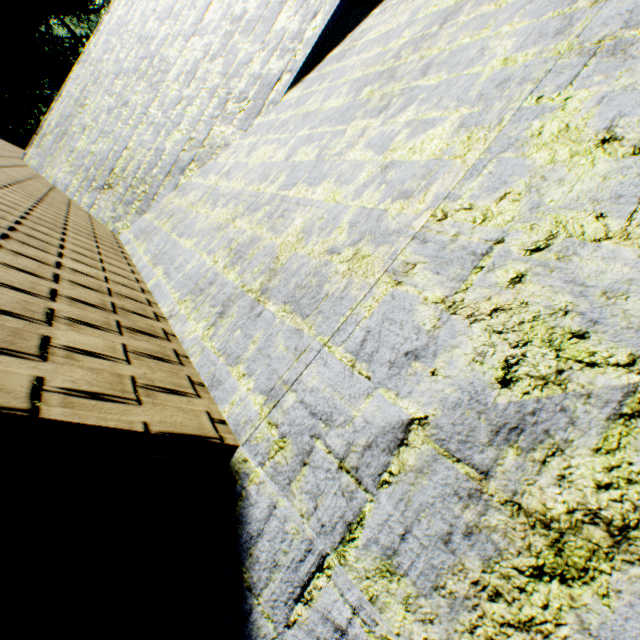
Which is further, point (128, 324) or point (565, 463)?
point (128, 324)
